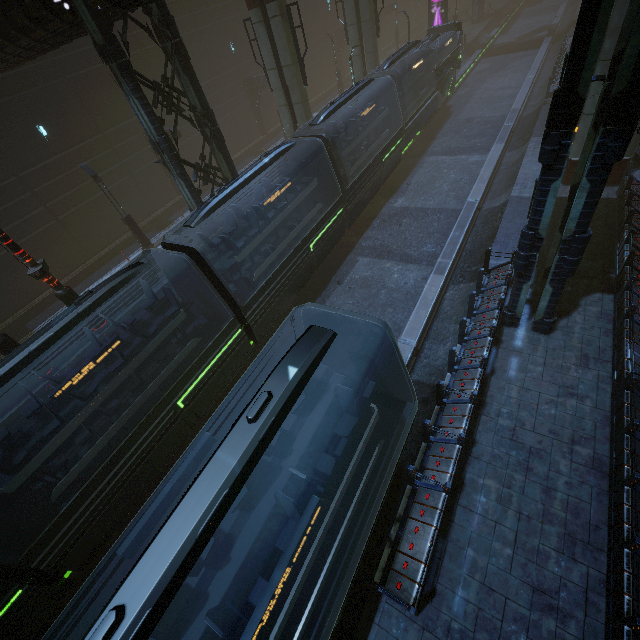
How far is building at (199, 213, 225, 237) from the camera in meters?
Answer: 14.9

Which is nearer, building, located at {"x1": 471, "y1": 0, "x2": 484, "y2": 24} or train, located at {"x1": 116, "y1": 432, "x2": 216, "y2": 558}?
train, located at {"x1": 116, "y1": 432, "x2": 216, "y2": 558}

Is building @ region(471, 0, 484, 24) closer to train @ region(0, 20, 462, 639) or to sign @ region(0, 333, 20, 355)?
train @ region(0, 20, 462, 639)

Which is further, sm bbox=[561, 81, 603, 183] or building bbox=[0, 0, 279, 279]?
sm bbox=[561, 81, 603, 183]

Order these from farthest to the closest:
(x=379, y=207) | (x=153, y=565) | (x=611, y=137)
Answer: (x=379, y=207) < (x=611, y=137) < (x=153, y=565)

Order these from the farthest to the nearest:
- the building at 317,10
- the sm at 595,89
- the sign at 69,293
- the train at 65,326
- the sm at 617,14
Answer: the building at 317,10, the sm at 595,89, the sm at 617,14, the sign at 69,293, the train at 65,326

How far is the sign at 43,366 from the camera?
11.39m

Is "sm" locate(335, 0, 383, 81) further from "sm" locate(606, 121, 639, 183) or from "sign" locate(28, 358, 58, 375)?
"sign" locate(28, 358, 58, 375)
